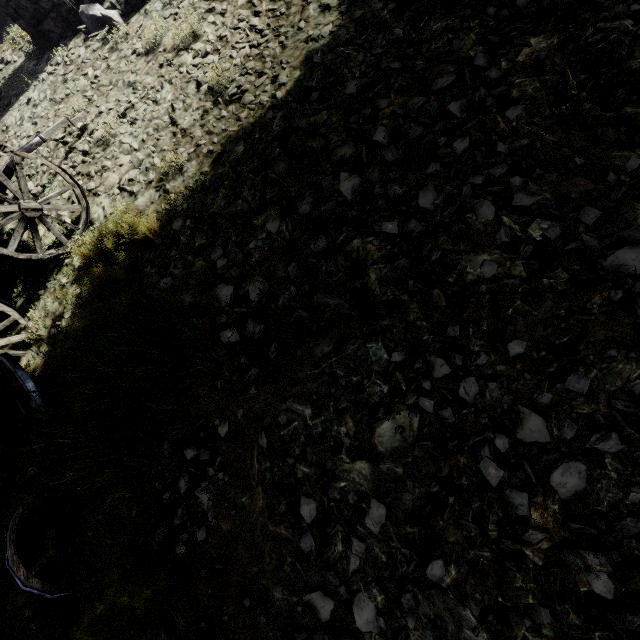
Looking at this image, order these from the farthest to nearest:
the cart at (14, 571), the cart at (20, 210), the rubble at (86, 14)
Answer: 1. the rubble at (86, 14)
2. the cart at (20, 210)
3. the cart at (14, 571)

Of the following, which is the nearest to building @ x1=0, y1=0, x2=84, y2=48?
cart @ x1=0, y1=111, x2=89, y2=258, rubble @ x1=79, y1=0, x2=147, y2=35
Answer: rubble @ x1=79, y1=0, x2=147, y2=35

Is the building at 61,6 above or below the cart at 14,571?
above

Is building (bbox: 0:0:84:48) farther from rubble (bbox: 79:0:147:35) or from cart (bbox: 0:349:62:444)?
cart (bbox: 0:349:62:444)

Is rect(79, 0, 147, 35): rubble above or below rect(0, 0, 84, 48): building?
below

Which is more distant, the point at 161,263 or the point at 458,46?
the point at 161,263

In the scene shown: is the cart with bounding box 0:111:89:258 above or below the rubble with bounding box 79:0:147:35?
above
